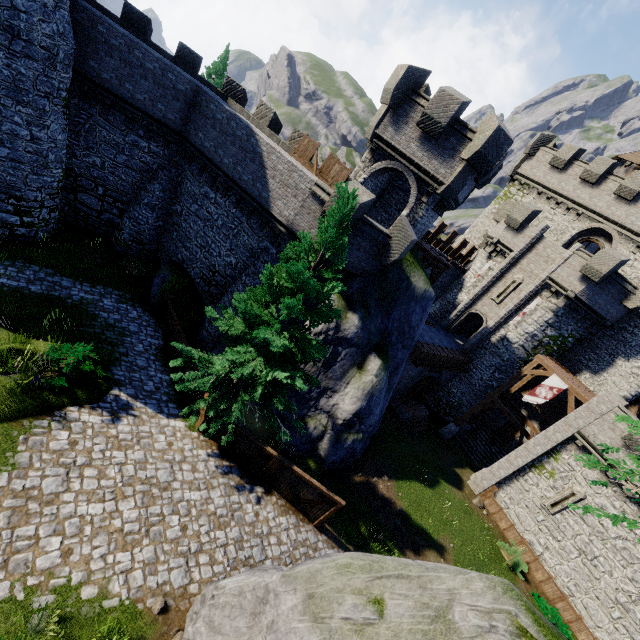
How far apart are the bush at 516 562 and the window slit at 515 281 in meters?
16.4 m

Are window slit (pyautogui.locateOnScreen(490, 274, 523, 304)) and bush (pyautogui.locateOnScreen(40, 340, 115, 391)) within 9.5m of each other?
no

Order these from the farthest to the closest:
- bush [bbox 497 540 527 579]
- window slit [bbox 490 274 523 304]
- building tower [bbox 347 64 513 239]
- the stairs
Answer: the stairs
window slit [bbox 490 274 523 304]
bush [bbox 497 540 527 579]
building tower [bbox 347 64 513 239]

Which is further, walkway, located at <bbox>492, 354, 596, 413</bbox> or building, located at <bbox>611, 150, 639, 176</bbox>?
building, located at <bbox>611, 150, 639, 176</bbox>

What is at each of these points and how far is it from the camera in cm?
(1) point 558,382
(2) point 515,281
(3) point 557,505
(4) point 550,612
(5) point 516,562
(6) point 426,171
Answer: (1) flag, 2133
(2) window slit, 2567
(3) window slit, 2000
(4) bush, 1817
(5) bush, 1955
(6) building tower, 1652

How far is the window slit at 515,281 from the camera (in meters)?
25.48

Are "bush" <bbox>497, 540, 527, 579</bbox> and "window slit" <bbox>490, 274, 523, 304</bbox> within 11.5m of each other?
no

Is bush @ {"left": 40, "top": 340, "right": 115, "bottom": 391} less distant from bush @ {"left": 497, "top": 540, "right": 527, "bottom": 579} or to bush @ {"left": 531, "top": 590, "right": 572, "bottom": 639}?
bush @ {"left": 497, "top": 540, "right": 527, "bottom": 579}
